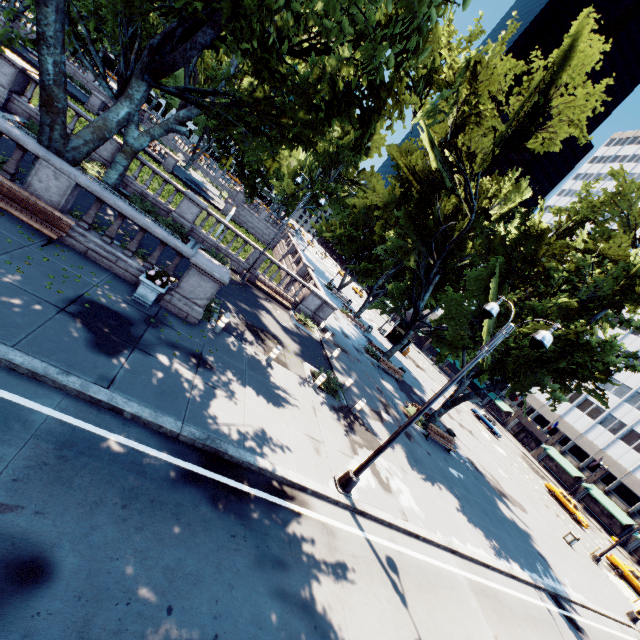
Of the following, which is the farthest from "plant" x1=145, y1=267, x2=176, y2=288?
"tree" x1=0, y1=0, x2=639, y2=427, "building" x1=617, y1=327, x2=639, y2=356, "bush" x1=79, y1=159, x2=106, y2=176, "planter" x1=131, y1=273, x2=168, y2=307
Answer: "building" x1=617, y1=327, x2=639, y2=356

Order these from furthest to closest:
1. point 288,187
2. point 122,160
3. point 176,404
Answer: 1. point 288,187
2. point 122,160
3. point 176,404

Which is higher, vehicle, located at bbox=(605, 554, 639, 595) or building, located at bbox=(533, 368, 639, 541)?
building, located at bbox=(533, 368, 639, 541)

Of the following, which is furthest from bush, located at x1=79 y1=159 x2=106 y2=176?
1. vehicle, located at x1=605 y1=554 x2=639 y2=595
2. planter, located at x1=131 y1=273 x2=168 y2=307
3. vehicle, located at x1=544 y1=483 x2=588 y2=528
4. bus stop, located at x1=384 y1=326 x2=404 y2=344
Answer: vehicle, located at x1=544 y1=483 x2=588 y2=528

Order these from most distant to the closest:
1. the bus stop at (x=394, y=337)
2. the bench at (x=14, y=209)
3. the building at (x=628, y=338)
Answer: the building at (x=628, y=338), the bus stop at (x=394, y=337), the bench at (x=14, y=209)

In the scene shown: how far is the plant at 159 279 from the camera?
10.0 meters

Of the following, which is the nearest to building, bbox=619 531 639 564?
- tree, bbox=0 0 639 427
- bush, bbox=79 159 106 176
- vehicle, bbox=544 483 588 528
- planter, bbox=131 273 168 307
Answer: tree, bbox=0 0 639 427

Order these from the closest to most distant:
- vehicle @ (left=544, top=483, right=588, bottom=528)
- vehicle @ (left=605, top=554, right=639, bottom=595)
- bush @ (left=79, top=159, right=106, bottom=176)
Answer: bush @ (left=79, top=159, right=106, bottom=176) → vehicle @ (left=605, top=554, right=639, bottom=595) → vehicle @ (left=544, top=483, right=588, bottom=528)
